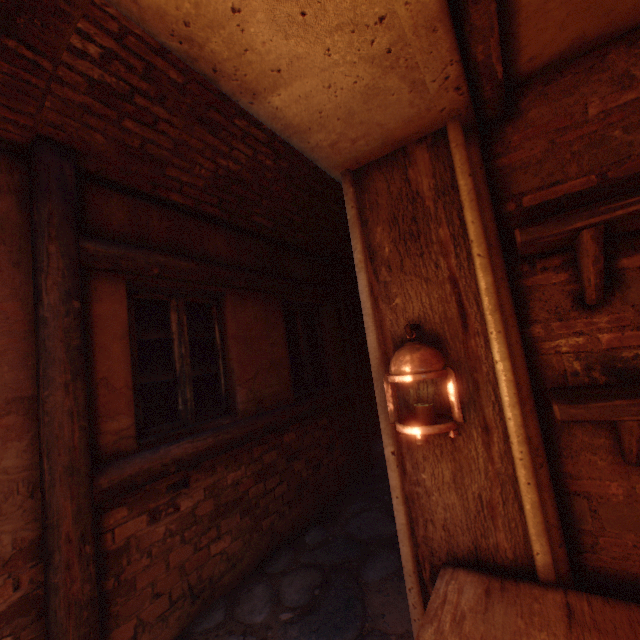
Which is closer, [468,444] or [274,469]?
[468,444]

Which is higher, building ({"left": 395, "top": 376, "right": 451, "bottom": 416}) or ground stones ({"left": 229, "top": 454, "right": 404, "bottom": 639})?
building ({"left": 395, "top": 376, "right": 451, "bottom": 416})

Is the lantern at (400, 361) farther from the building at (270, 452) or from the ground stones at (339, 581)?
the ground stones at (339, 581)

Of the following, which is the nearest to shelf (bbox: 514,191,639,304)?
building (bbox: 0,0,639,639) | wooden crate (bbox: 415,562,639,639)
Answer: building (bbox: 0,0,639,639)

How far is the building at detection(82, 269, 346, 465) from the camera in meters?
2.4

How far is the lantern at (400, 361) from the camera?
1.3 meters

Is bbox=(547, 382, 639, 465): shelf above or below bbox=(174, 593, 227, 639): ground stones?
above

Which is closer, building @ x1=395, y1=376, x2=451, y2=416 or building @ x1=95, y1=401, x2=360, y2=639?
building @ x1=395, y1=376, x2=451, y2=416
